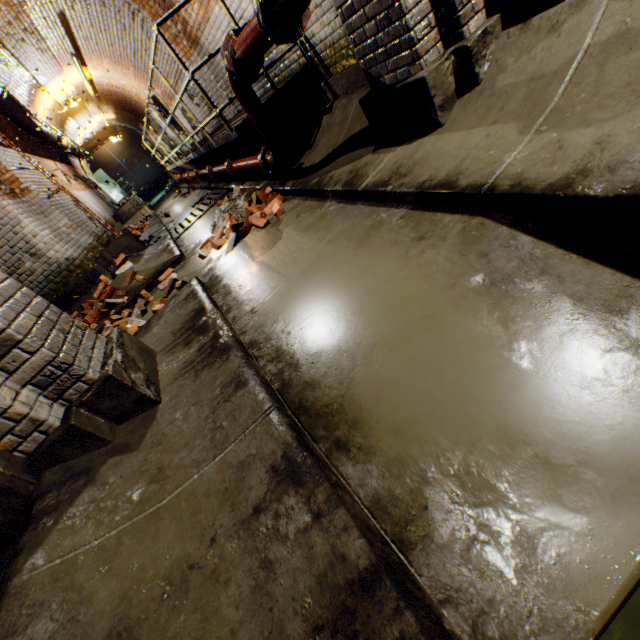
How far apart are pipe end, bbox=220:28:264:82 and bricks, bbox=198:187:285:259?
1.35m

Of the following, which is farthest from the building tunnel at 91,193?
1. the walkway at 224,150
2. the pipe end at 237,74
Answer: the pipe end at 237,74

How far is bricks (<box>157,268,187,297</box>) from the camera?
4.4m

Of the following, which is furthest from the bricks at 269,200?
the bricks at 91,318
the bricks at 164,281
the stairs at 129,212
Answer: the stairs at 129,212

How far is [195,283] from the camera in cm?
383

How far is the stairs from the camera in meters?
13.7

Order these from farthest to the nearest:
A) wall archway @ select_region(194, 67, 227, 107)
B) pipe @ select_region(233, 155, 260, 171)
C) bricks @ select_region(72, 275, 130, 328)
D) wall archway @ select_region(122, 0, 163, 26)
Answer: wall archway @ select_region(194, 67, 227, 107) → wall archway @ select_region(122, 0, 163, 26) → bricks @ select_region(72, 275, 130, 328) → pipe @ select_region(233, 155, 260, 171)

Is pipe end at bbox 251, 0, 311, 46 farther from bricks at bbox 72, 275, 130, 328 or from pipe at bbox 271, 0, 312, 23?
bricks at bbox 72, 275, 130, 328
